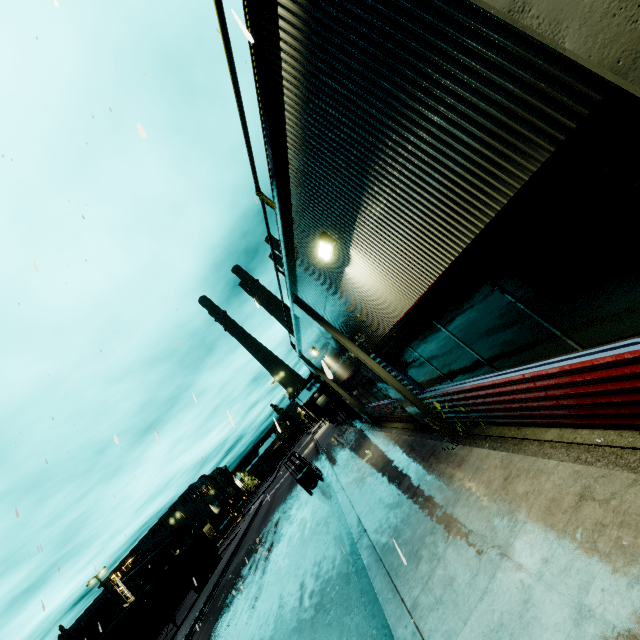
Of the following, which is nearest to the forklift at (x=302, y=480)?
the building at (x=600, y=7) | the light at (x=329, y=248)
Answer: the building at (x=600, y=7)

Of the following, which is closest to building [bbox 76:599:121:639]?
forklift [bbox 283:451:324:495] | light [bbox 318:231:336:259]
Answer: light [bbox 318:231:336:259]

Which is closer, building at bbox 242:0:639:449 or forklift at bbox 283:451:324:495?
building at bbox 242:0:639:449

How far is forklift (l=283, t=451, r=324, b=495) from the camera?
17.0 meters

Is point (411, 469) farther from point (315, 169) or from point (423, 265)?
point (315, 169)

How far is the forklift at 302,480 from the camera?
17.0 meters

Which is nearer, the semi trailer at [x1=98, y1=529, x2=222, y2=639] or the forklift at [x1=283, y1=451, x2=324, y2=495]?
the forklift at [x1=283, y1=451, x2=324, y2=495]
